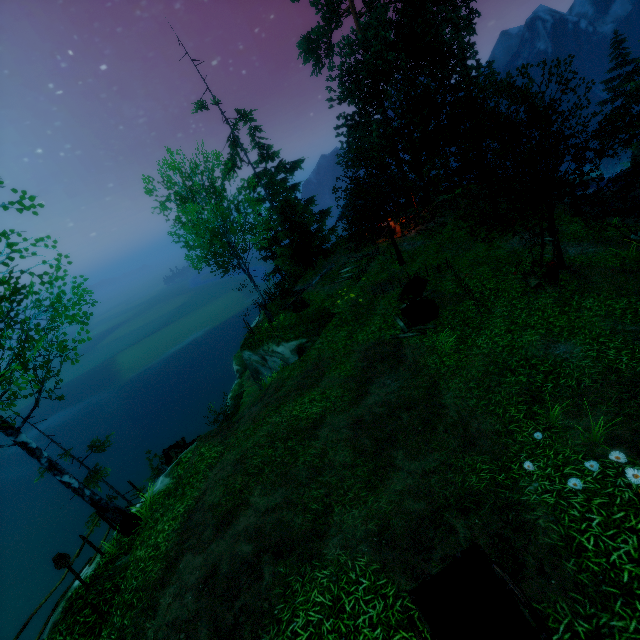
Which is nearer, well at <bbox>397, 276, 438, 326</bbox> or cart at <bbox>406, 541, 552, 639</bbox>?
cart at <bbox>406, 541, 552, 639</bbox>

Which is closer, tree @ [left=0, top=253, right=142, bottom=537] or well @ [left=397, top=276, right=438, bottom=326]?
tree @ [left=0, top=253, right=142, bottom=537]

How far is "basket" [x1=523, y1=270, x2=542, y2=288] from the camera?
12.5 meters

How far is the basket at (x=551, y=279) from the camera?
11.9m

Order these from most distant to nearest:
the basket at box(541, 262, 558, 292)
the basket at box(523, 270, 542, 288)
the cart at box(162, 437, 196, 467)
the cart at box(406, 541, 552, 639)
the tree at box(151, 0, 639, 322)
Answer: the cart at box(162, 437, 196, 467), the basket at box(523, 270, 542, 288), the basket at box(541, 262, 558, 292), the tree at box(151, 0, 639, 322), the cart at box(406, 541, 552, 639)

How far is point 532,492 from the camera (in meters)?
5.86

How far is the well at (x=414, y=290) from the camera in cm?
1363

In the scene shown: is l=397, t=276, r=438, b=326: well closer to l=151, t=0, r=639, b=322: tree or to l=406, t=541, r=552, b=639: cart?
l=151, t=0, r=639, b=322: tree
